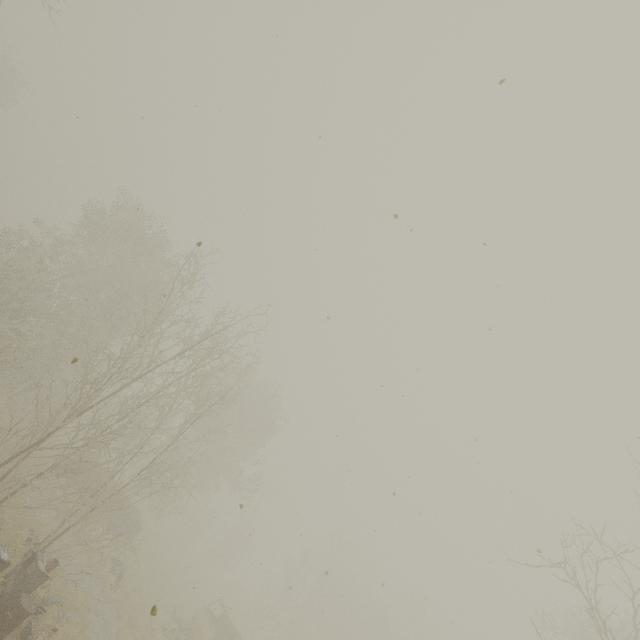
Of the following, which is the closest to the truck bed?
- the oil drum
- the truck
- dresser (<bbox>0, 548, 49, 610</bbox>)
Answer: the truck

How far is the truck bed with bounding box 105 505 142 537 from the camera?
18.8 meters

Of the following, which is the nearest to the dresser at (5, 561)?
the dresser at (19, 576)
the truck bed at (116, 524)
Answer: the dresser at (19, 576)

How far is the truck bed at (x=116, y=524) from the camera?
18.84m

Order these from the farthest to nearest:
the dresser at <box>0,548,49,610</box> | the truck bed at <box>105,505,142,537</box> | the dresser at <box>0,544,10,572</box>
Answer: the truck bed at <box>105,505,142,537</box>
the dresser at <box>0,548,49,610</box>
the dresser at <box>0,544,10,572</box>

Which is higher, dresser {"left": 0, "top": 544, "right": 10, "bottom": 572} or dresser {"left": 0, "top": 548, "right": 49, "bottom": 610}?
dresser {"left": 0, "top": 544, "right": 10, "bottom": 572}

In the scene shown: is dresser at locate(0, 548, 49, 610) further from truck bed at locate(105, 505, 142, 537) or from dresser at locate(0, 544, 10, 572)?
truck bed at locate(105, 505, 142, 537)

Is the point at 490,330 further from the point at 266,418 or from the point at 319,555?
the point at 319,555
